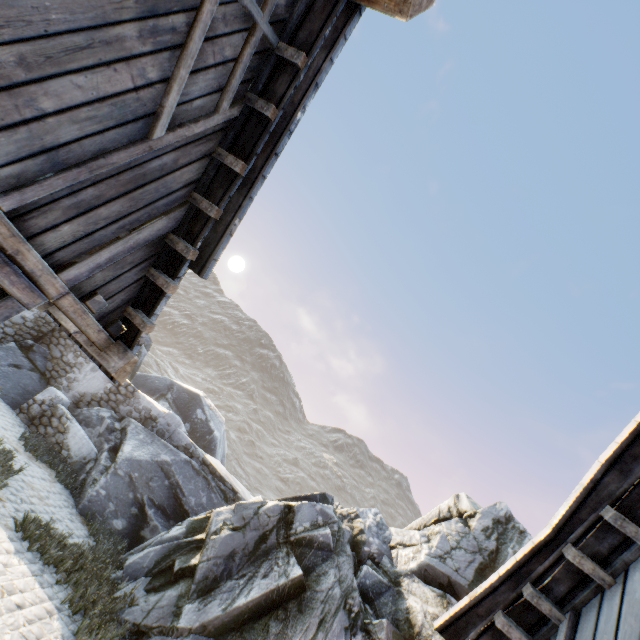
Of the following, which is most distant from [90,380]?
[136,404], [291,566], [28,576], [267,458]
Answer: [267,458]

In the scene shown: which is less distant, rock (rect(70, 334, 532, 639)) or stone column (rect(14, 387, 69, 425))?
rock (rect(70, 334, 532, 639))

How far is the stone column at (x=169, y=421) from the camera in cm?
1157

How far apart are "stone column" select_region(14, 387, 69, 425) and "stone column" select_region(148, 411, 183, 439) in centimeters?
275cm

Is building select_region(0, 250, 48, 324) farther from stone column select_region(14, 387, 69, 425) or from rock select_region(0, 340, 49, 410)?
stone column select_region(14, 387, 69, 425)

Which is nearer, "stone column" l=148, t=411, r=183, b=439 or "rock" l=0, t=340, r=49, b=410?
"rock" l=0, t=340, r=49, b=410

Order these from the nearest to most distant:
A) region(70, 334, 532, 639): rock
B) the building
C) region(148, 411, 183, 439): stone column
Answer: the building, region(70, 334, 532, 639): rock, region(148, 411, 183, 439): stone column

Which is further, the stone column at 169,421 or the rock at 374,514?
the stone column at 169,421
